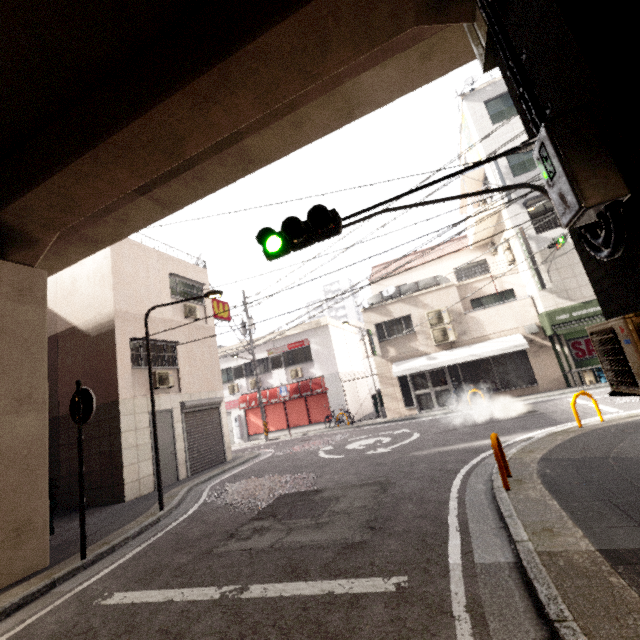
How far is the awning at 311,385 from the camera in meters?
18.8 m

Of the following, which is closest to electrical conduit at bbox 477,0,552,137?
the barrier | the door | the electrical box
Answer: the electrical box

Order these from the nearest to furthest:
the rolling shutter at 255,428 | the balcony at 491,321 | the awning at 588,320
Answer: the awning at 588,320, the balcony at 491,321, the rolling shutter at 255,428

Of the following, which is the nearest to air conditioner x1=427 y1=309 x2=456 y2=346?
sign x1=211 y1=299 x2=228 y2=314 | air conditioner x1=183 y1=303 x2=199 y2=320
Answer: sign x1=211 y1=299 x2=228 y2=314

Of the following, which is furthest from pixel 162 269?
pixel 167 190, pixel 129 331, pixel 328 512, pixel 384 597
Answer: Result: pixel 384 597

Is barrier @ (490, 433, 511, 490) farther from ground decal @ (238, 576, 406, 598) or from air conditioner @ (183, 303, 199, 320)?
air conditioner @ (183, 303, 199, 320)

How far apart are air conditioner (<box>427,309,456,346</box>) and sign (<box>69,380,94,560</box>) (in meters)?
13.95

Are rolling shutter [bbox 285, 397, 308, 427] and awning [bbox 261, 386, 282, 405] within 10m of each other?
yes
